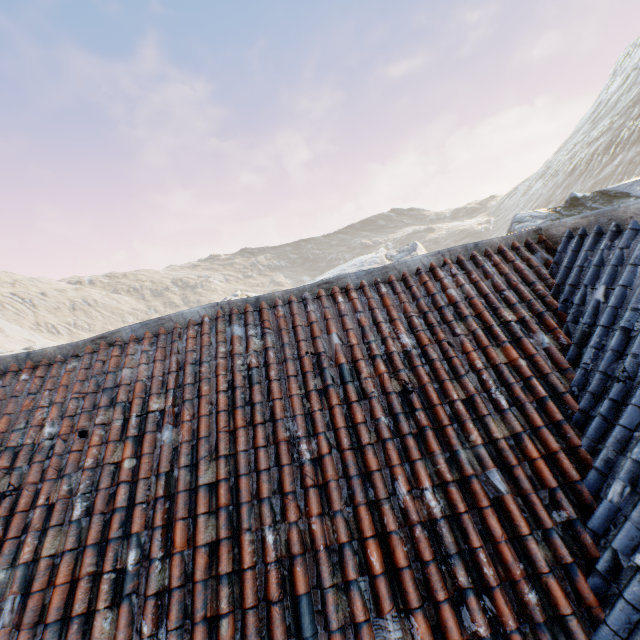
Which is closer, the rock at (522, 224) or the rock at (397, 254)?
the rock at (522, 224)

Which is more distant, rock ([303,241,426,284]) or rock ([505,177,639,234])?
rock ([303,241,426,284])

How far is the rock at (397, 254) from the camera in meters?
21.5 m

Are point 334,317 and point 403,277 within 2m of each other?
yes

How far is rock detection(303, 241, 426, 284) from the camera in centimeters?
2148cm
